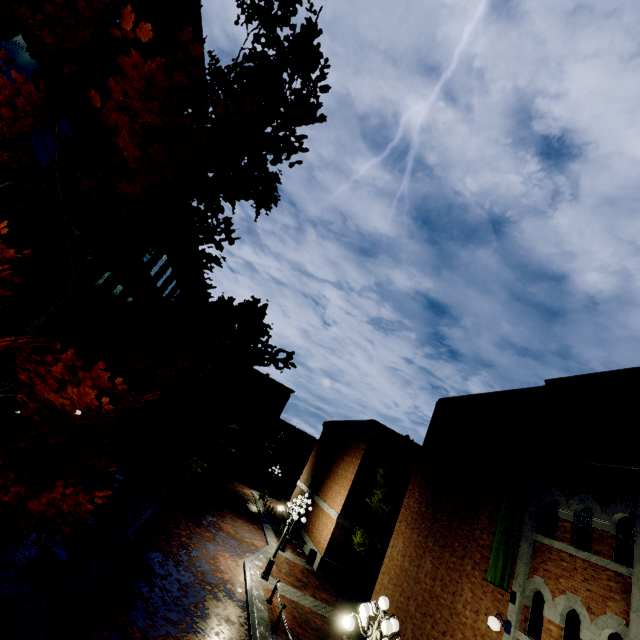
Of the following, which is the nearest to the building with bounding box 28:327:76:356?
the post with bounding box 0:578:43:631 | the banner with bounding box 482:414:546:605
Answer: the post with bounding box 0:578:43:631

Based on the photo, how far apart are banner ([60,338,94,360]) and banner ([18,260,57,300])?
4.9 meters

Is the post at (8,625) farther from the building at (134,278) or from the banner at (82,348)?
the banner at (82,348)

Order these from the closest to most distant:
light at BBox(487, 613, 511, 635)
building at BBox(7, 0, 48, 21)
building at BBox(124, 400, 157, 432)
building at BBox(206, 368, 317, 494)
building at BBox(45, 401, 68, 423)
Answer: building at BBox(7, 0, 48, 21)
light at BBox(487, 613, 511, 635)
building at BBox(45, 401, 68, 423)
building at BBox(124, 400, 157, 432)
building at BBox(206, 368, 317, 494)

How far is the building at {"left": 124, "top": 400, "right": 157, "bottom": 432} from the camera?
28.5m

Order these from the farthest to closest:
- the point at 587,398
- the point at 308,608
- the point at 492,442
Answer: the point at 308,608 < the point at 492,442 < the point at 587,398

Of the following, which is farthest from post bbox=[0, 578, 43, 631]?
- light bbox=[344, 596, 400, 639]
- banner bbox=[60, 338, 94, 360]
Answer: banner bbox=[60, 338, 94, 360]

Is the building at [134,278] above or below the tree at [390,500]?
above
